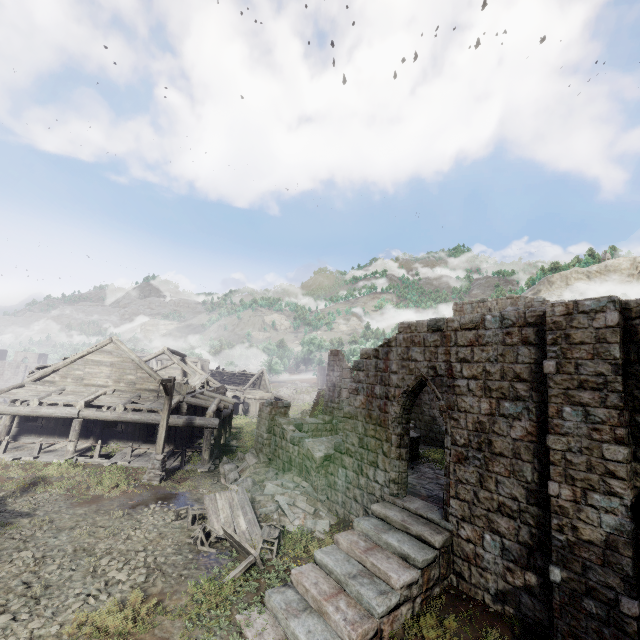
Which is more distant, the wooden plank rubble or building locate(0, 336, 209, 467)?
the wooden plank rubble

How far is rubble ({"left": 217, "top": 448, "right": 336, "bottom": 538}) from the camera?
11.79m

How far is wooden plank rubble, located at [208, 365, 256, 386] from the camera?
45.8m

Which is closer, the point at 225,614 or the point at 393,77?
the point at 225,614

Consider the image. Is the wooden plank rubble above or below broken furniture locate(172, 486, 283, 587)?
above

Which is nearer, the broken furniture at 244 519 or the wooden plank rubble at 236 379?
the broken furniture at 244 519

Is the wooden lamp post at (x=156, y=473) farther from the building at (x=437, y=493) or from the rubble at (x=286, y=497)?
the rubble at (x=286, y=497)

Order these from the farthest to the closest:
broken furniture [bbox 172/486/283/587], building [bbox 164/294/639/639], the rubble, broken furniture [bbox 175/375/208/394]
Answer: broken furniture [bbox 175/375/208/394], the rubble, broken furniture [bbox 172/486/283/587], building [bbox 164/294/639/639]
